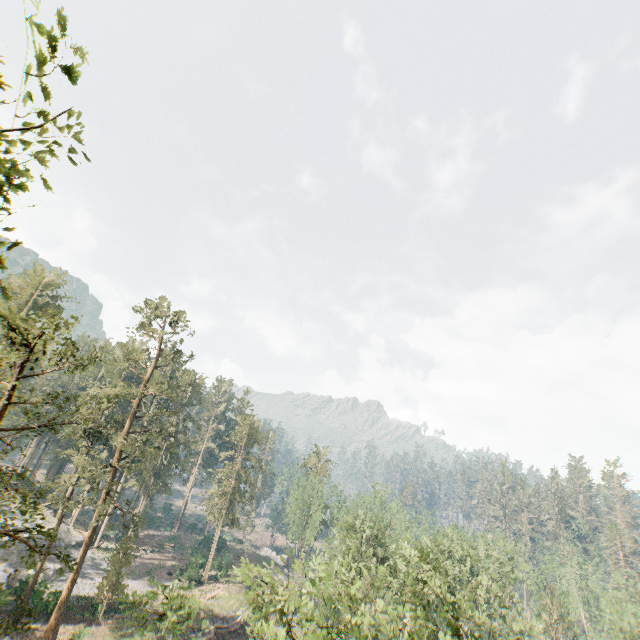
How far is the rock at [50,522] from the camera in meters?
46.9 m

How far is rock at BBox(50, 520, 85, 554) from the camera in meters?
43.4

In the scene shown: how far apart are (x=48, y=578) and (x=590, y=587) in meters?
82.3 m

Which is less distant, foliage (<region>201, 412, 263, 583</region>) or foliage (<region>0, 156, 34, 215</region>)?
foliage (<region>0, 156, 34, 215</region>)

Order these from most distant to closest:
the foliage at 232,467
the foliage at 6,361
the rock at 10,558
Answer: the foliage at 232,467 < the rock at 10,558 < the foliage at 6,361

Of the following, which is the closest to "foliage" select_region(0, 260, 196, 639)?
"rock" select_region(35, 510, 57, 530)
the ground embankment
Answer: "rock" select_region(35, 510, 57, 530)
